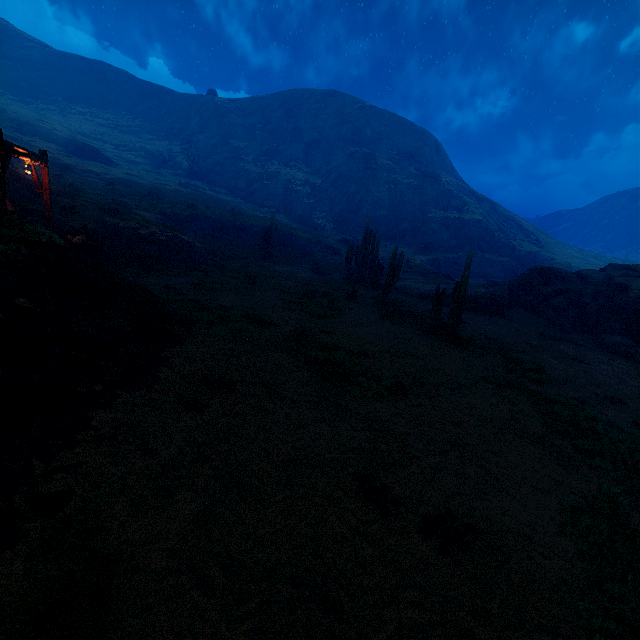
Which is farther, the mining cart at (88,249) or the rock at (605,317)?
the rock at (605,317)

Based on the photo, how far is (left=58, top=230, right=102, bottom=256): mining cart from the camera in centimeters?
1521cm

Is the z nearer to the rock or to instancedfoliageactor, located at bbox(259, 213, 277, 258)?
instancedfoliageactor, located at bbox(259, 213, 277, 258)

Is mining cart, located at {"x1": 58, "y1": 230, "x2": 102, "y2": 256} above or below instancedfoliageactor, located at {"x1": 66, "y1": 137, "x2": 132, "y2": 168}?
below

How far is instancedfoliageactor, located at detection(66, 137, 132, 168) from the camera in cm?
4978

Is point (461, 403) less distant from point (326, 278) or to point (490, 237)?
point (326, 278)

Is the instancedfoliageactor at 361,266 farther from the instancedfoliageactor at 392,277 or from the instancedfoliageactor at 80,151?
the instancedfoliageactor at 80,151

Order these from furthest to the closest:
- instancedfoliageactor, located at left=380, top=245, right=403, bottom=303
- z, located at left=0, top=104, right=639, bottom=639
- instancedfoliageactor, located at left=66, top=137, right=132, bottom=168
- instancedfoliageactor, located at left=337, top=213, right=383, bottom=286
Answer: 1. instancedfoliageactor, located at left=66, top=137, right=132, bottom=168
2. instancedfoliageactor, located at left=337, top=213, right=383, bottom=286
3. instancedfoliageactor, located at left=380, top=245, right=403, bottom=303
4. z, located at left=0, top=104, right=639, bottom=639
